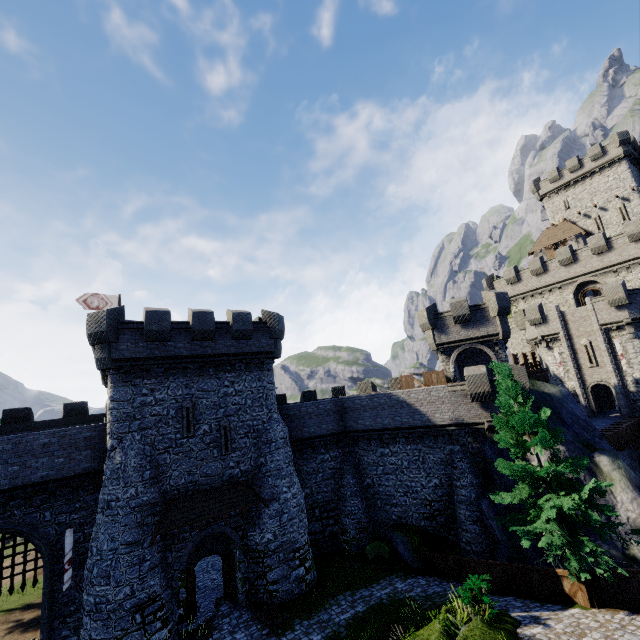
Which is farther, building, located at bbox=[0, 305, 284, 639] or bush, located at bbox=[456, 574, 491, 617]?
building, located at bbox=[0, 305, 284, 639]

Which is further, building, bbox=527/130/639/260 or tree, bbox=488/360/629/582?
building, bbox=527/130/639/260

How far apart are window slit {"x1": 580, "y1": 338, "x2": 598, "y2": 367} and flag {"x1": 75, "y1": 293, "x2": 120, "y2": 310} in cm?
4219

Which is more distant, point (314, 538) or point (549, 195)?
point (549, 195)

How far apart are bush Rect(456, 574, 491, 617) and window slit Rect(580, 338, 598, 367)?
26.8 meters

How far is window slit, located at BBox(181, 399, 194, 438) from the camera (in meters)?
18.81

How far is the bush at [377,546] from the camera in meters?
21.3

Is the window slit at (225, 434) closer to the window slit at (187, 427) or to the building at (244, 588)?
the building at (244, 588)
